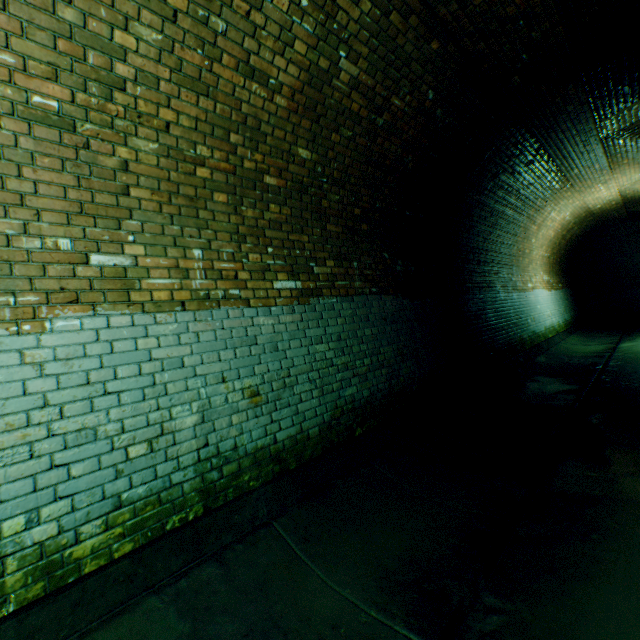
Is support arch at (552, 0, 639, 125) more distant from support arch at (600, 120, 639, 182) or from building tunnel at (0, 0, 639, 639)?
support arch at (600, 120, 639, 182)

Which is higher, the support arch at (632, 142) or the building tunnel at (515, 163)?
the support arch at (632, 142)

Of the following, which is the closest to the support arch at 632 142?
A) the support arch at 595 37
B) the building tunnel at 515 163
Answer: the building tunnel at 515 163

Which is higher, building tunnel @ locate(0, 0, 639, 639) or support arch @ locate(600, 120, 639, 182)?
support arch @ locate(600, 120, 639, 182)

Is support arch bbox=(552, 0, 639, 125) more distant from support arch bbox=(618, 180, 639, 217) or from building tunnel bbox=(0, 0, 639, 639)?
support arch bbox=(618, 180, 639, 217)

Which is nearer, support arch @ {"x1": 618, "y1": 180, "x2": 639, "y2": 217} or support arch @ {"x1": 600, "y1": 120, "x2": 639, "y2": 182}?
support arch @ {"x1": 600, "y1": 120, "x2": 639, "y2": 182}

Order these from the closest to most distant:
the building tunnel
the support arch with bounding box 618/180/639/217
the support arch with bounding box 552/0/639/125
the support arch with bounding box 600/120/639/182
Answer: the building tunnel, the support arch with bounding box 552/0/639/125, the support arch with bounding box 600/120/639/182, the support arch with bounding box 618/180/639/217

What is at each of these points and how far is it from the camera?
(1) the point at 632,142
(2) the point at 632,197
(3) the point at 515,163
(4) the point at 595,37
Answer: (1) support arch, 6.99m
(2) support arch, 11.38m
(3) building tunnel, 6.70m
(4) support arch, 4.04m
